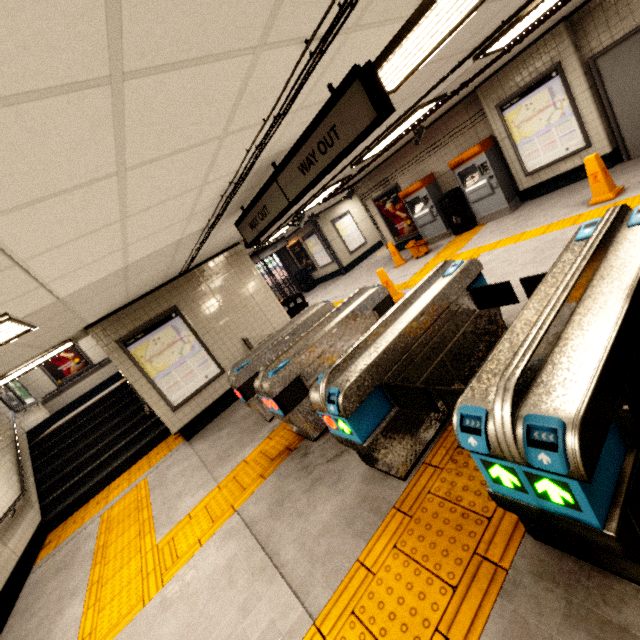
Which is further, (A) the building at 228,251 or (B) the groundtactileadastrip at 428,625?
(A) the building at 228,251

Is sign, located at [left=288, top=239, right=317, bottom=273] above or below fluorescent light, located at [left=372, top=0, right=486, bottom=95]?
below

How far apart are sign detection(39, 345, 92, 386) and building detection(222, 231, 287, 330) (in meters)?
8.77

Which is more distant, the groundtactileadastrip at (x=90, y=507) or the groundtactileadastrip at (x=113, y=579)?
the groundtactileadastrip at (x=90, y=507)

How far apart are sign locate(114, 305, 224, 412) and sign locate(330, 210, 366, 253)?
9.6 meters

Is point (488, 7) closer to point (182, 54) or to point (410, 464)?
point (182, 54)

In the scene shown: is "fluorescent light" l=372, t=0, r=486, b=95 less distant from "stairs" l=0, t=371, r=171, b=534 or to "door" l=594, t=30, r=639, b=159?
"door" l=594, t=30, r=639, b=159

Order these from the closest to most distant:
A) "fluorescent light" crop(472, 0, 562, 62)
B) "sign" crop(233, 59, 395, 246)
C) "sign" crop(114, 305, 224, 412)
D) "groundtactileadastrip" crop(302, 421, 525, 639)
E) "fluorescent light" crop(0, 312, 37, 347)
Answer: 1. "groundtactileadastrip" crop(302, 421, 525, 639)
2. "sign" crop(233, 59, 395, 246)
3. "fluorescent light" crop(0, 312, 37, 347)
4. "fluorescent light" crop(472, 0, 562, 62)
5. "sign" crop(114, 305, 224, 412)
